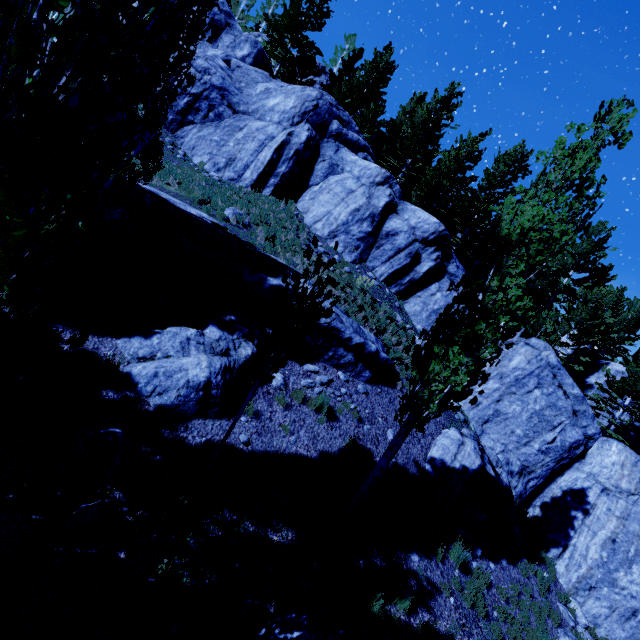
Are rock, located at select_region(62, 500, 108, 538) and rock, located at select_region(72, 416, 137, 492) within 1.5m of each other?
yes

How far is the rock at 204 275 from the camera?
8.2 meters

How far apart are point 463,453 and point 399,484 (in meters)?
3.21

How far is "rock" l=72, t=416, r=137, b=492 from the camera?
5.2m

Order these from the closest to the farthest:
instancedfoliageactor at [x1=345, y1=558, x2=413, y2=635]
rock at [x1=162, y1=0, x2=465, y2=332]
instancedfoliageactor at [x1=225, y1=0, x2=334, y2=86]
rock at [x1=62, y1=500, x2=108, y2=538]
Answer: rock at [x1=62, y1=500, x2=108, y2=538], instancedfoliageactor at [x1=345, y1=558, x2=413, y2=635], rock at [x1=162, y1=0, x2=465, y2=332], instancedfoliageactor at [x1=225, y1=0, x2=334, y2=86]

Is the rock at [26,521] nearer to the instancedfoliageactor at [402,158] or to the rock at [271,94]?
the instancedfoliageactor at [402,158]

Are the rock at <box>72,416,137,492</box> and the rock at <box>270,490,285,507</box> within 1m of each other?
no

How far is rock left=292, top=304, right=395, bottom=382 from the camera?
9.88m
